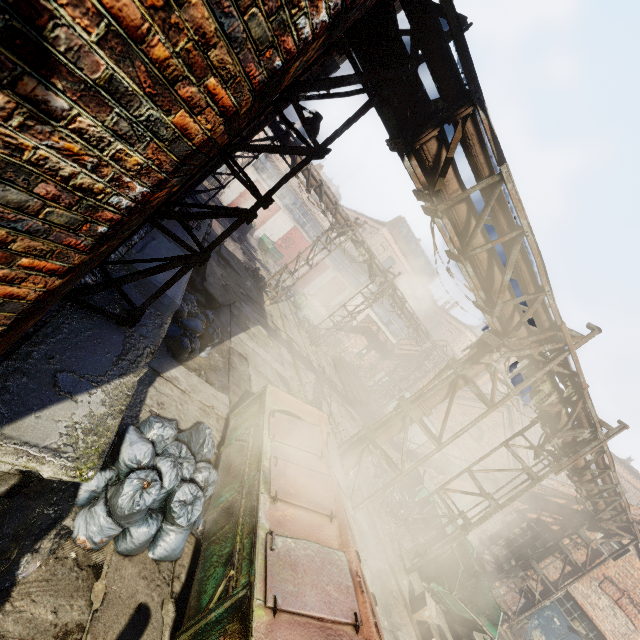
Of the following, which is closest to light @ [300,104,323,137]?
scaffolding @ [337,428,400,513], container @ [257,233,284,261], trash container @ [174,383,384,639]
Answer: trash container @ [174,383,384,639]

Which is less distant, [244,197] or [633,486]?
[633,486]

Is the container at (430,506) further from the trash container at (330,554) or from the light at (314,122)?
the light at (314,122)

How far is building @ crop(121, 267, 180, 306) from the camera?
5.24m

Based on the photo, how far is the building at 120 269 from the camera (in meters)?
5.22

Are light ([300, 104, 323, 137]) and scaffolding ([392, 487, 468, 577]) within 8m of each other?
no

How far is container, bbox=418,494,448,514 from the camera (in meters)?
11.61
